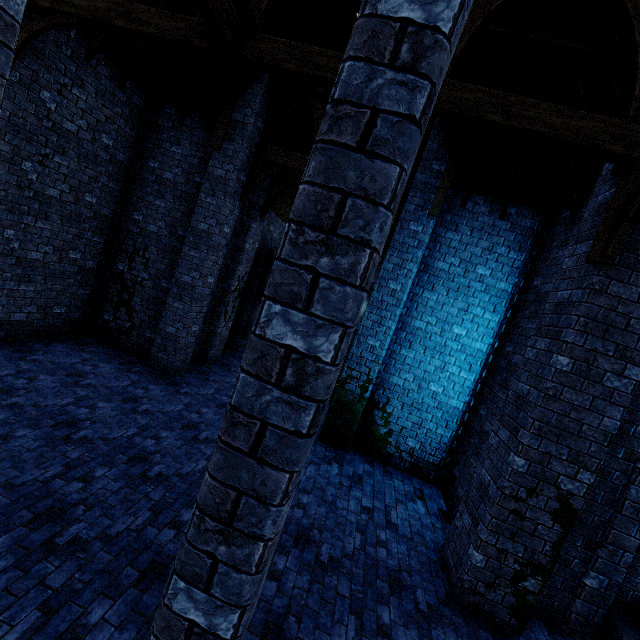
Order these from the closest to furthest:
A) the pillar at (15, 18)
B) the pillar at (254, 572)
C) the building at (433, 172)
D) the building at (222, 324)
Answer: the pillar at (254, 572), the pillar at (15, 18), the building at (433, 172), the building at (222, 324)

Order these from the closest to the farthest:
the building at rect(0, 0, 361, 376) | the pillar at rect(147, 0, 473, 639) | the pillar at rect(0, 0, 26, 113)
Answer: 1. the pillar at rect(147, 0, 473, 639)
2. the pillar at rect(0, 0, 26, 113)
3. the building at rect(0, 0, 361, 376)

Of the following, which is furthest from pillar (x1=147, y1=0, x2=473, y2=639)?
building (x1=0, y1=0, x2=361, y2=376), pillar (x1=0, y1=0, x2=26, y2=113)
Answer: pillar (x1=0, y1=0, x2=26, y2=113)

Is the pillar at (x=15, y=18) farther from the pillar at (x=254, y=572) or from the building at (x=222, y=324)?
the pillar at (x=254, y=572)

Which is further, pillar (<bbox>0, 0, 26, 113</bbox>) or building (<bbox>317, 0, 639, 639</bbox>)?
building (<bbox>317, 0, 639, 639</bbox>)

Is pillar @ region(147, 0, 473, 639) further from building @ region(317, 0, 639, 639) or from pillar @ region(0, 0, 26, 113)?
pillar @ region(0, 0, 26, 113)

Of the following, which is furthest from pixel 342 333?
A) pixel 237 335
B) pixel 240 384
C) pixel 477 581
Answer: pixel 237 335

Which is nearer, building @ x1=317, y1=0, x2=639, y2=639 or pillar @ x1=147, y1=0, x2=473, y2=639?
pillar @ x1=147, y1=0, x2=473, y2=639
